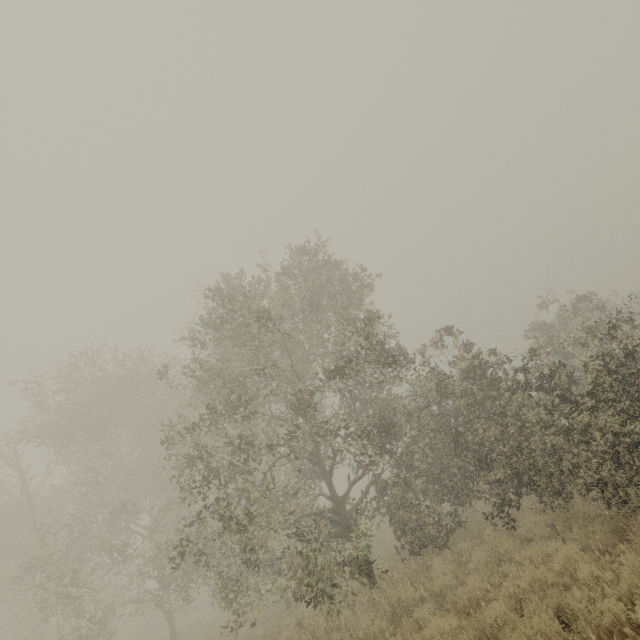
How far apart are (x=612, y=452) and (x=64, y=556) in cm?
1992
